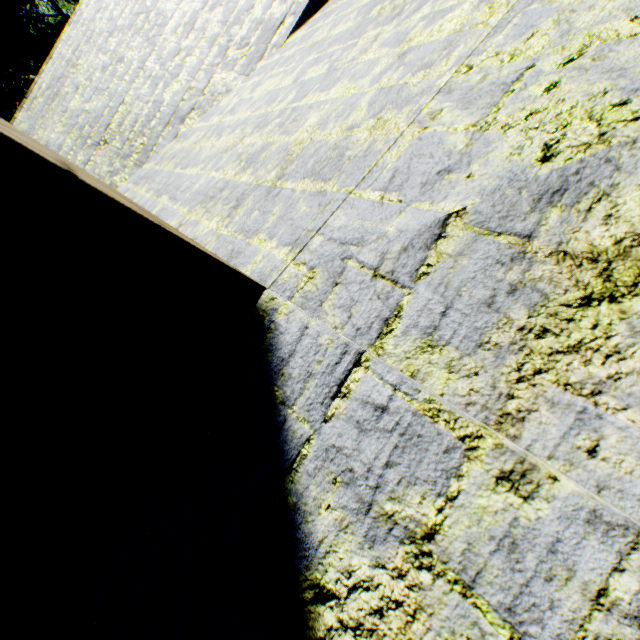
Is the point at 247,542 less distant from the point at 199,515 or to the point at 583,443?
the point at 199,515
